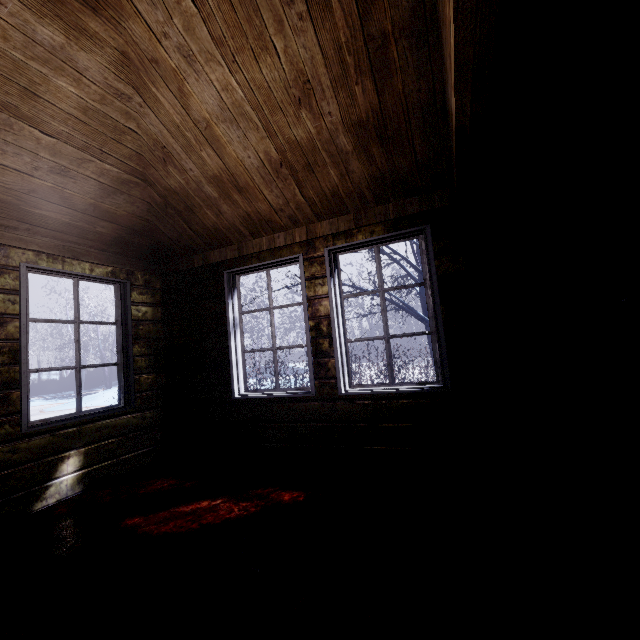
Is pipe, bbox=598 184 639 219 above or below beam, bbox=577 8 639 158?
below

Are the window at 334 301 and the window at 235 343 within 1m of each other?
yes

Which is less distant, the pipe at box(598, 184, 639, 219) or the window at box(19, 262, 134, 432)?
the pipe at box(598, 184, 639, 219)

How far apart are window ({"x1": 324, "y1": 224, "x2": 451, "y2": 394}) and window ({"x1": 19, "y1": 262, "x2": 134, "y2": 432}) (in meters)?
2.08

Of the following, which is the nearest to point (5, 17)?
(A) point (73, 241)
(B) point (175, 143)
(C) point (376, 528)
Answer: (B) point (175, 143)

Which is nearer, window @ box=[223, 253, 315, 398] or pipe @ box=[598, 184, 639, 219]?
pipe @ box=[598, 184, 639, 219]

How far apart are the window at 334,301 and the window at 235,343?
0.24m

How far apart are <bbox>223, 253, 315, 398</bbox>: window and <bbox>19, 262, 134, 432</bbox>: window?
1.0m
